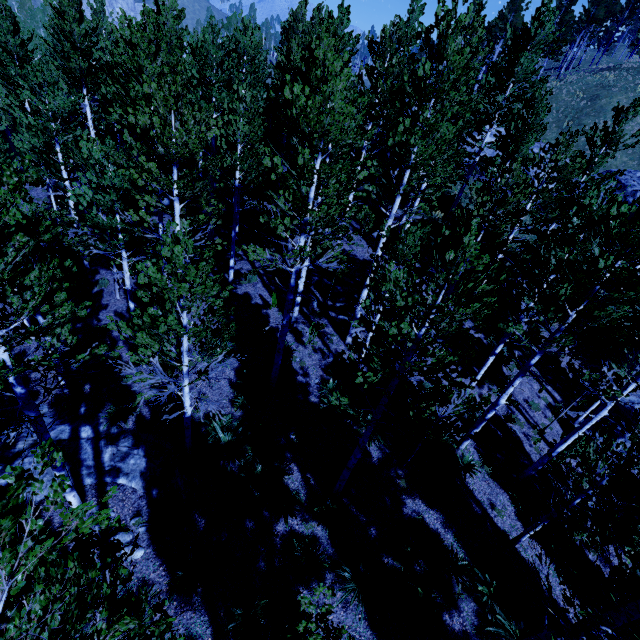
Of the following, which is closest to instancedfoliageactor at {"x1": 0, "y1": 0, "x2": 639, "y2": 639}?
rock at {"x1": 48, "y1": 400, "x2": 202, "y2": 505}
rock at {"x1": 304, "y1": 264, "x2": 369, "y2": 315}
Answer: rock at {"x1": 48, "y1": 400, "x2": 202, "y2": 505}

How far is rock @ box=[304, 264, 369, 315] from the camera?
16.03m

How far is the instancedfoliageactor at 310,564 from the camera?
Result: 3.48m

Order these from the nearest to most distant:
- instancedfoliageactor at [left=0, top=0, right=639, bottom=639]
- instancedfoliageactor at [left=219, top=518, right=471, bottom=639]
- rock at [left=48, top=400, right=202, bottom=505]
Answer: instancedfoliageactor at [left=219, top=518, right=471, bottom=639] → instancedfoliageactor at [left=0, top=0, right=639, bottom=639] → rock at [left=48, top=400, right=202, bottom=505]

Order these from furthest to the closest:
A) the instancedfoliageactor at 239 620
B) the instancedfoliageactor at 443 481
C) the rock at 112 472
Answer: the instancedfoliageactor at 443 481
the rock at 112 472
the instancedfoliageactor at 239 620

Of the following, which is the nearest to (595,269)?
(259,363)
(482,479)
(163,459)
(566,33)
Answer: (482,479)

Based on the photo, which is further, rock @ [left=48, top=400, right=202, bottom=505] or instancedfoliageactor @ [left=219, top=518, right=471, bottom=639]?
rock @ [left=48, top=400, right=202, bottom=505]
